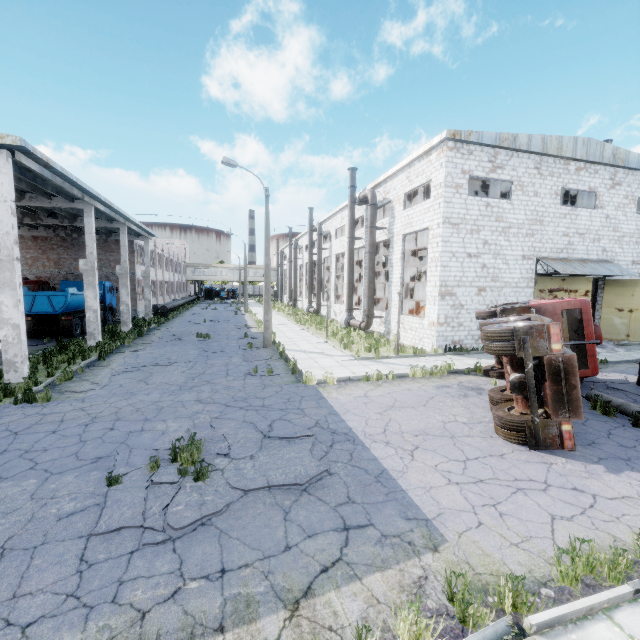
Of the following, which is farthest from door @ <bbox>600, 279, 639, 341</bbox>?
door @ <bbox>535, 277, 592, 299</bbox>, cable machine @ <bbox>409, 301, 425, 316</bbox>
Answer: cable machine @ <bbox>409, 301, 425, 316</bbox>

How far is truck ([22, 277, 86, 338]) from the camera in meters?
19.5 m

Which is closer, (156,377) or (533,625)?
(533,625)

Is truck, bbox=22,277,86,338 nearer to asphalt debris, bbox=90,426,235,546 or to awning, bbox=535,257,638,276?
asphalt debris, bbox=90,426,235,546

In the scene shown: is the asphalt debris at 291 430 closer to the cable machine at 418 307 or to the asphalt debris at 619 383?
the asphalt debris at 619 383

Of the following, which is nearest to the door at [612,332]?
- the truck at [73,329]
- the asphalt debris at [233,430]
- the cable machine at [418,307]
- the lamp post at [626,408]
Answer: the cable machine at [418,307]

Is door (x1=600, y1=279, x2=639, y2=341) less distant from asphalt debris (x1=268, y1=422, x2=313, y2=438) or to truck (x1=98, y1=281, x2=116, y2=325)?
asphalt debris (x1=268, y1=422, x2=313, y2=438)

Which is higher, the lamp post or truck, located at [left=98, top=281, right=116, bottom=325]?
truck, located at [left=98, top=281, right=116, bottom=325]
